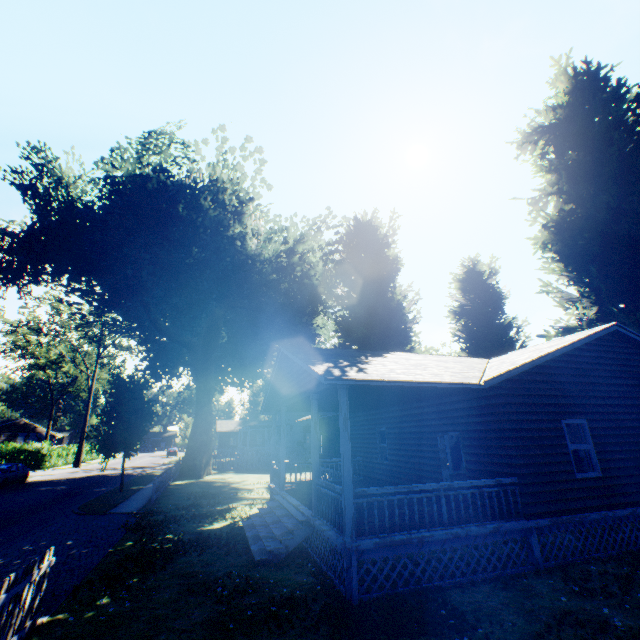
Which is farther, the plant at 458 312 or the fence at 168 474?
the plant at 458 312

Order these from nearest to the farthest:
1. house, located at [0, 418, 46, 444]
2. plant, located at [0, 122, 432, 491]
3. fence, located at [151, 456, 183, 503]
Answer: fence, located at [151, 456, 183, 503] → plant, located at [0, 122, 432, 491] → house, located at [0, 418, 46, 444]

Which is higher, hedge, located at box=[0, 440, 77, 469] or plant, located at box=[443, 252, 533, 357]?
plant, located at box=[443, 252, 533, 357]

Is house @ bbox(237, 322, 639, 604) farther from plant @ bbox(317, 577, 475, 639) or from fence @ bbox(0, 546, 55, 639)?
fence @ bbox(0, 546, 55, 639)

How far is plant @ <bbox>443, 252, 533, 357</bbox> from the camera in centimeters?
2444cm

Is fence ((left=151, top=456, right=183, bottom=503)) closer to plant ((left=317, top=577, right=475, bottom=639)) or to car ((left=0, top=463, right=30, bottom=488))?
plant ((left=317, top=577, right=475, bottom=639))

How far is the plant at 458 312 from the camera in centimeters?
2444cm

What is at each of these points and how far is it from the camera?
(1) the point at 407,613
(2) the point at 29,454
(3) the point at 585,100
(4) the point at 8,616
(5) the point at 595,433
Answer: (1) plant, 6.1 meters
(2) hedge, 38.7 meters
(3) plant, 19.6 meters
(4) fence, 4.9 meters
(5) house, 9.9 meters
